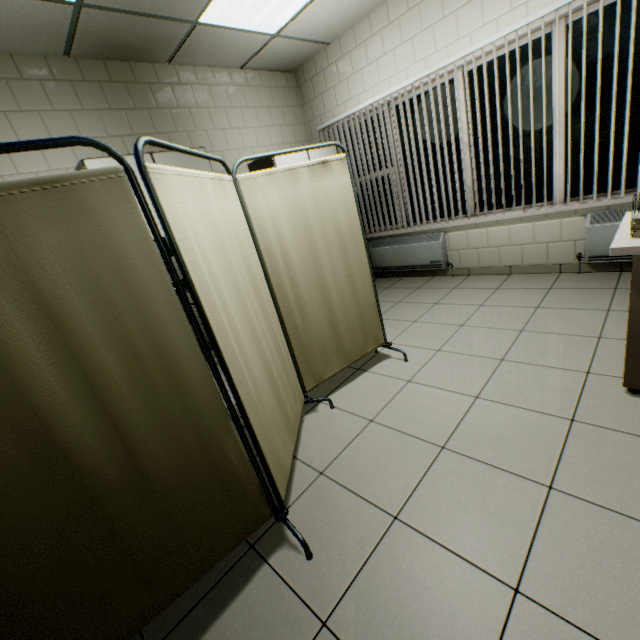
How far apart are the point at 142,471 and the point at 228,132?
4.4 meters

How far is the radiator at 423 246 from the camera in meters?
4.4

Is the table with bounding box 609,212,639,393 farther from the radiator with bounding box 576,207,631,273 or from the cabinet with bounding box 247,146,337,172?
the cabinet with bounding box 247,146,337,172

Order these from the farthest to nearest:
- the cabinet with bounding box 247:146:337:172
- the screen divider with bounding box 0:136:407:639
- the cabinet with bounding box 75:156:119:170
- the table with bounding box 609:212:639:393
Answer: the cabinet with bounding box 247:146:337:172 < the cabinet with bounding box 75:156:119:170 < the table with bounding box 609:212:639:393 < the screen divider with bounding box 0:136:407:639

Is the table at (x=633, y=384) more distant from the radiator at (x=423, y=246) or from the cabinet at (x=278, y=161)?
the cabinet at (x=278, y=161)

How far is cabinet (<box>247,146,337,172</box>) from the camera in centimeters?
402cm

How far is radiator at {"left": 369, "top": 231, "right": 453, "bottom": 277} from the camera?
4.4m

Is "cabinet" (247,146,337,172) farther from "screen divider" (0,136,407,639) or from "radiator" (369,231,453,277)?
"screen divider" (0,136,407,639)
